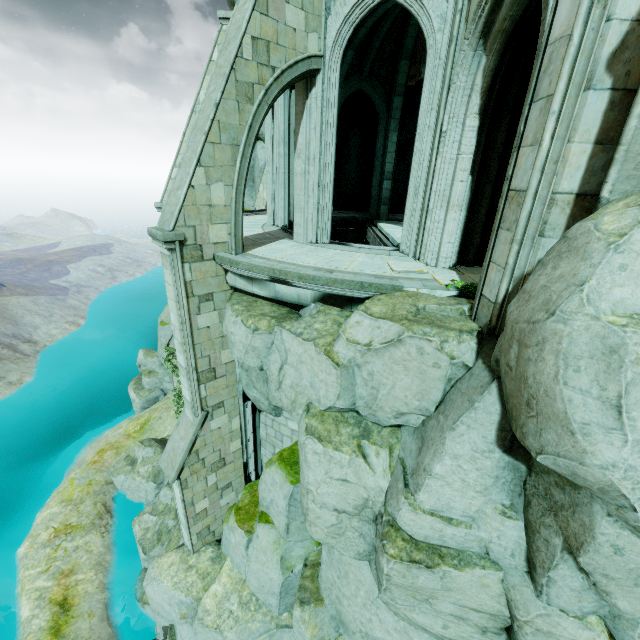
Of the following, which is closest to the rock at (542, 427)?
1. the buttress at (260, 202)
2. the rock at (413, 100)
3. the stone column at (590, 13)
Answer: the stone column at (590, 13)

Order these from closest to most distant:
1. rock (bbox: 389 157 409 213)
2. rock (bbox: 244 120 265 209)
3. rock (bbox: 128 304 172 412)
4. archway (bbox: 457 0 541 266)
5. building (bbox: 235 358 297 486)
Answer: archway (bbox: 457 0 541 266) < building (bbox: 235 358 297 486) < rock (bbox: 244 120 265 209) < rock (bbox: 389 157 409 213) < rock (bbox: 128 304 172 412)

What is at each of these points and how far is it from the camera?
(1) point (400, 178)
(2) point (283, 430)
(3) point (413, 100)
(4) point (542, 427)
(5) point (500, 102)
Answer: (1) rock, 19.0m
(2) building, 9.6m
(3) rock, 16.0m
(4) rock, 2.8m
(5) archway, 6.5m

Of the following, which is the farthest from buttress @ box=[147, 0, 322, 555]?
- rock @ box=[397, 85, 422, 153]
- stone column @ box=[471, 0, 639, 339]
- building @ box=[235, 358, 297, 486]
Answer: stone column @ box=[471, 0, 639, 339]

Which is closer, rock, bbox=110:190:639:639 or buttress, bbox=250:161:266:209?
rock, bbox=110:190:639:639

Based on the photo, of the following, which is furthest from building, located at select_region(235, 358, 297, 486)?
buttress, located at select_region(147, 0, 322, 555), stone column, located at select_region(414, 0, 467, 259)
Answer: stone column, located at select_region(414, 0, 467, 259)

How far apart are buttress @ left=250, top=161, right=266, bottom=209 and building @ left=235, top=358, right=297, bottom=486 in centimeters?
1061cm

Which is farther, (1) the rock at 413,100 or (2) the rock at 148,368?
(2) the rock at 148,368
